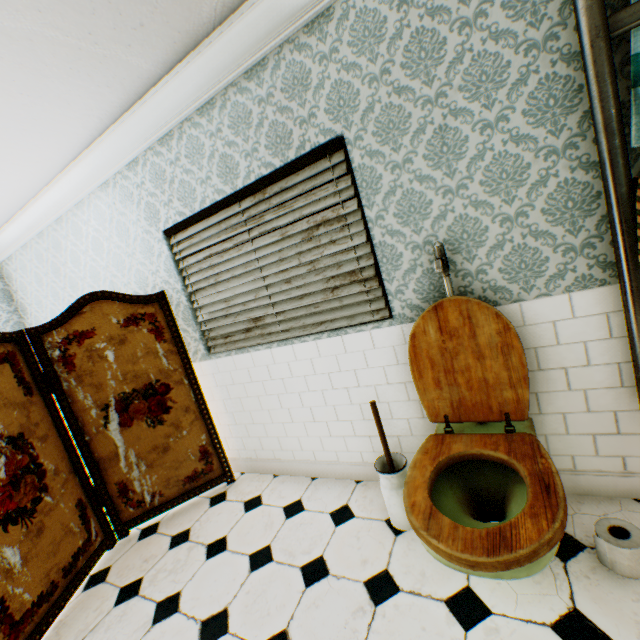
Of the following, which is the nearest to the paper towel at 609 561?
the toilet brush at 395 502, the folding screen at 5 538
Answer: the toilet brush at 395 502

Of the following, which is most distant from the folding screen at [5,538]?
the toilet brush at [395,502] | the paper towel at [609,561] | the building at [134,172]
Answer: the paper towel at [609,561]

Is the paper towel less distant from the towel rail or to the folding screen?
the towel rail

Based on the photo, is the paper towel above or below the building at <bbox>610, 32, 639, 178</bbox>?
below

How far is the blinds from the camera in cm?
205

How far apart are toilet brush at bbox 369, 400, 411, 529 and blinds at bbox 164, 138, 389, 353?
0.6 meters

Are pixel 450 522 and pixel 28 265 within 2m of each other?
no

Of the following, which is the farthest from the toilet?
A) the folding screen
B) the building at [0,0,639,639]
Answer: the folding screen
